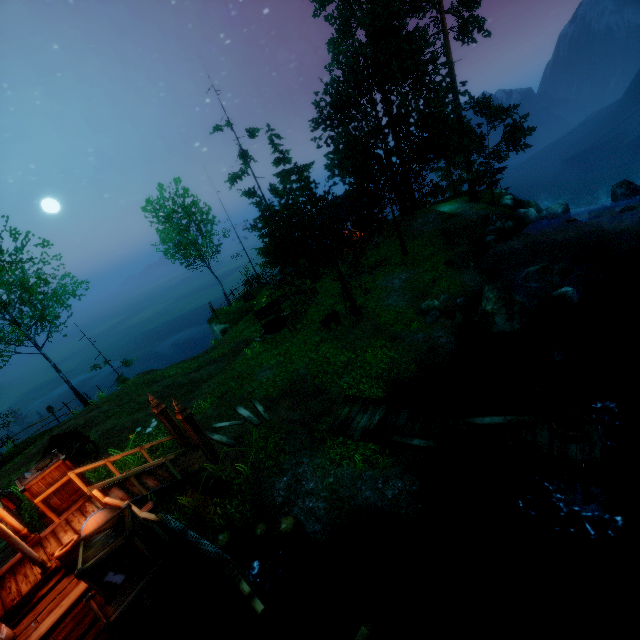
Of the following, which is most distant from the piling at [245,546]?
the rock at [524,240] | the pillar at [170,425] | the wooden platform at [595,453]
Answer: the rock at [524,240]

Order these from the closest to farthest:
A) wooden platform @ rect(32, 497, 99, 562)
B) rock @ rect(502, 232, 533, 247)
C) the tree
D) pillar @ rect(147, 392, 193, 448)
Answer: wooden platform @ rect(32, 497, 99, 562) < pillar @ rect(147, 392, 193, 448) < the tree < rock @ rect(502, 232, 533, 247)

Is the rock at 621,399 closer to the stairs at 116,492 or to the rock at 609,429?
the rock at 609,429

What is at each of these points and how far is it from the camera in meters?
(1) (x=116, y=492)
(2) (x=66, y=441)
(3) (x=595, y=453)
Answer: (1) stairs, 8.9
(2) cart, 12.5
(3) wooden platform, 6.8

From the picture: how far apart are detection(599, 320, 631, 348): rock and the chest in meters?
15.8

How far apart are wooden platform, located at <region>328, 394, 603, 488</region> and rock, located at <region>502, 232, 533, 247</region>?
15.7 meters

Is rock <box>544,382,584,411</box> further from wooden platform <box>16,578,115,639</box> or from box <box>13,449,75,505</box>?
box <box>13,449,75,505</box>

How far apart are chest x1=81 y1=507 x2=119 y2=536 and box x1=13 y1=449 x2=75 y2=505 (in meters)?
2.99
